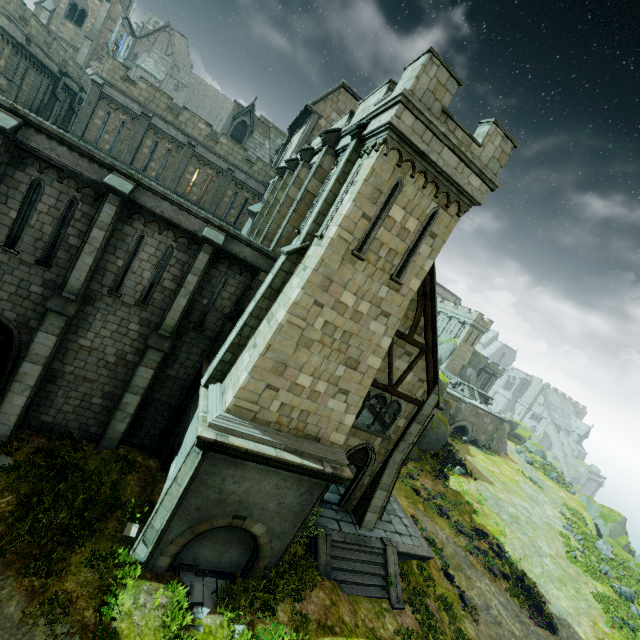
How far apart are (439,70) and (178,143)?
21.7m

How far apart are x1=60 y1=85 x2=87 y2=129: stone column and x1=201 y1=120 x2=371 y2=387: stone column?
30.1 meters

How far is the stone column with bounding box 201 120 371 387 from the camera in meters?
10.4 m

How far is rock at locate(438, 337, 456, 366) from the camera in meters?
52.5 m

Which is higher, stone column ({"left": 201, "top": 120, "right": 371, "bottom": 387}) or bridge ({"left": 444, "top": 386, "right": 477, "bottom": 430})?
stone column ({"left": 201, "top": 120, "right": 371, "bottom": 387})

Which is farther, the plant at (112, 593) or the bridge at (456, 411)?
the bridge at (456, 411)

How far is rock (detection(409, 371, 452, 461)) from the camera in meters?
30.9

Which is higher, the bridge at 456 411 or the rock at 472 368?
the rock at 472 368
